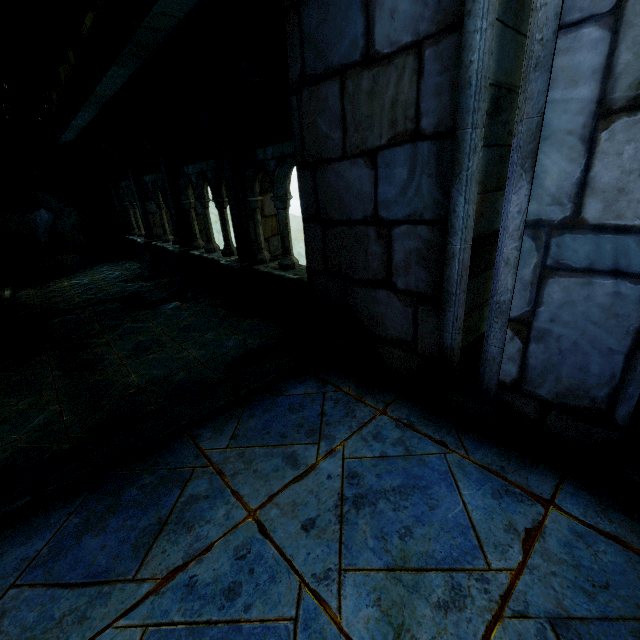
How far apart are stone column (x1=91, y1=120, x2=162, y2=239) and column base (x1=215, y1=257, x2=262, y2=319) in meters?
5.5

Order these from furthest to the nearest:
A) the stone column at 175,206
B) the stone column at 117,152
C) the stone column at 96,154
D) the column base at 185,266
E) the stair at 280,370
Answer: the stone column at 96,154, the stone column at 117,152, the column base at 185,266, the stone column at 175,206, the stair at 280,370

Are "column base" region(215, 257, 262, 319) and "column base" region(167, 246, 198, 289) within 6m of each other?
yes

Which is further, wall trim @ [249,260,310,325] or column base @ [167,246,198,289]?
column base @ [167,246,198,289]

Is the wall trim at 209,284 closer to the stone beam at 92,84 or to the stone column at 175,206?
the stone column at 175,206

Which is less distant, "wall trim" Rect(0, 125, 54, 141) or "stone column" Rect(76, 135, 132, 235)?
"wall trim" Rect(0, 125, 54, 141)

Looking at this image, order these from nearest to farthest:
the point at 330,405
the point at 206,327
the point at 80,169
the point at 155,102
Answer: the point at 330,405, the point at 206,327, the point at 155,102, the point at 80,169

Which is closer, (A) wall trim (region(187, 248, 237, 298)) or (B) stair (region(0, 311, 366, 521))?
(B) stair (region(0, 311, 366, 521))
